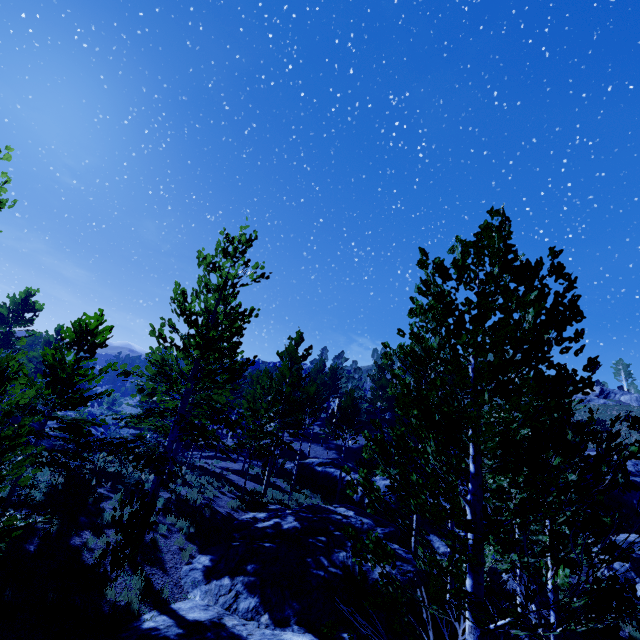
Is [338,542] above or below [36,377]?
below

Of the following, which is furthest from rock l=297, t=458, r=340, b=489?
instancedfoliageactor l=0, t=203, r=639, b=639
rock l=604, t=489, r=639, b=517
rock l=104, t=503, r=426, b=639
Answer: rock l=104, t=503, r=426, b=639

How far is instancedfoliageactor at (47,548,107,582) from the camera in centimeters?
829cm

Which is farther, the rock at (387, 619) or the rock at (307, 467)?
the rock at (307, 467)

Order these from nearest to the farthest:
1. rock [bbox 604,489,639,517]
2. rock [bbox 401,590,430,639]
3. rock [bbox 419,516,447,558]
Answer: rock [bbox 401,590,430,639] → rock [bbox 419,516,447,558] → rock [bbox 604,489,639,517]

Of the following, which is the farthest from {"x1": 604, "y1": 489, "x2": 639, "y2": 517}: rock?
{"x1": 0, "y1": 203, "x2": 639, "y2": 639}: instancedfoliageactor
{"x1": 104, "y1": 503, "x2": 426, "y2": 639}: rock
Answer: {"x1": 104, "y1": 503, "x2": 426, "y2": 639}: rock

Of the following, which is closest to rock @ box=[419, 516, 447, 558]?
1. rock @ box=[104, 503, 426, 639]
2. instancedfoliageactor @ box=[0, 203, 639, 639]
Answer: instancedfoliageactor @ box=[0, 203, 639, 639]

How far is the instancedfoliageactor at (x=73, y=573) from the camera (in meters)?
8.29
